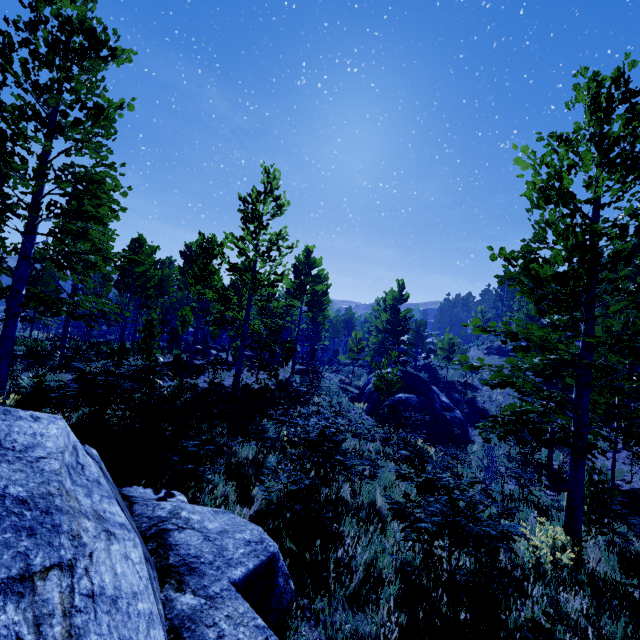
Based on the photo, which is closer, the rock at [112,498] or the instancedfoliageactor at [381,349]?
the rock at [112,498]

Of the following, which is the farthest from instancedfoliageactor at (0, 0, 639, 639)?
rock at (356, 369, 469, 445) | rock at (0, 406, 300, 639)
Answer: rock at (356, 369, 469, 445)

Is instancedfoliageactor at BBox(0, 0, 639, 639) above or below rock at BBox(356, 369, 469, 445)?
above

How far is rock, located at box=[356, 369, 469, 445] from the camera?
18.73m

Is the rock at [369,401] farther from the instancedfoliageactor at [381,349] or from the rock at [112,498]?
the rock at [112,498]

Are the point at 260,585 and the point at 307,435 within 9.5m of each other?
yes

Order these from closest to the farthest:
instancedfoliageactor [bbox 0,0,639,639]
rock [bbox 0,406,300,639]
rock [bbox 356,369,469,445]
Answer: rock [bbox 0,406,300,639], instancedfoliageactor [bbox 0,0,639,639], rock [bbox 356,369,469,445]

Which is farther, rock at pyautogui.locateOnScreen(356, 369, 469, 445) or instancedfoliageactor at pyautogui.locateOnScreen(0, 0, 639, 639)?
rock at pyautogui.locateOnScreen(356, 369, 469, 445)
